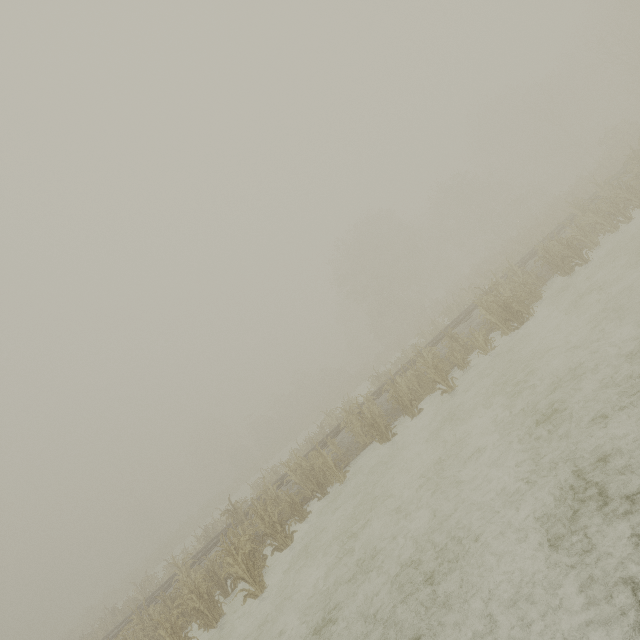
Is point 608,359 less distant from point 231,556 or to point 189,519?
point 231,556
